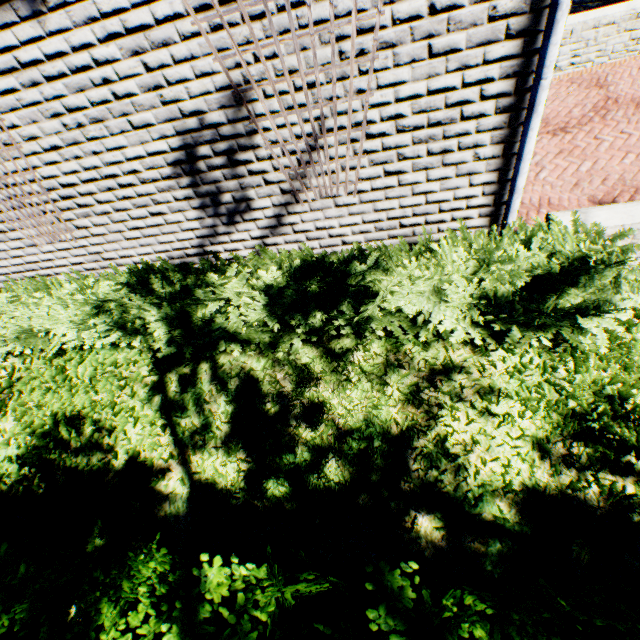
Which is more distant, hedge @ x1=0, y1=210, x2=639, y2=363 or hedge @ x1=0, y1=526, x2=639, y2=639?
hedge @ x1=0, y1=210, x2=639, y2=363

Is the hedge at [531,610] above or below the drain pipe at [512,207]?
below

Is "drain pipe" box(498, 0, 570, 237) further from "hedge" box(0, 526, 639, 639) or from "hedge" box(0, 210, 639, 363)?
"hedge" box(0, 526, 639, 639)

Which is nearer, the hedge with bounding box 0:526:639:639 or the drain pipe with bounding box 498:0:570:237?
the hedge with bounding box 0:526:639:639

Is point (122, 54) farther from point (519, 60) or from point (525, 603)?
point (525, 603)

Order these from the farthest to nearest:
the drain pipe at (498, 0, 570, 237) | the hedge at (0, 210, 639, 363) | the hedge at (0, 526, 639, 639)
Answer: the hedge at (0, 210, 639, 363), the drain pipe at (498, 0, 570, 237), the hedge at (0, 526, 639, 639)

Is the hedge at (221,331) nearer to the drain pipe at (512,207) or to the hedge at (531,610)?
the drain pipe at (512,207)
